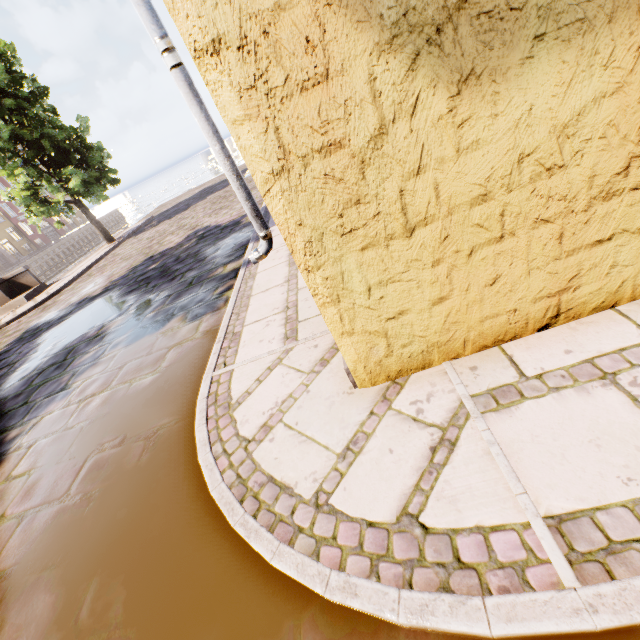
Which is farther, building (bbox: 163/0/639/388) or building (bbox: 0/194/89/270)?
building (bbox: 0/194/89/270)

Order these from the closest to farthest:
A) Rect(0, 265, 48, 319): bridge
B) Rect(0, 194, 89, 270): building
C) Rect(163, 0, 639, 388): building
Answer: Rect(163, 0, 639, 388): building, Rect(0, 265, 48, 319): bridge, Rect(0, 194, 89, 270): building

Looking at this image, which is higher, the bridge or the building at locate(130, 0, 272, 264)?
the building at locate(130, 0, 272, 264)

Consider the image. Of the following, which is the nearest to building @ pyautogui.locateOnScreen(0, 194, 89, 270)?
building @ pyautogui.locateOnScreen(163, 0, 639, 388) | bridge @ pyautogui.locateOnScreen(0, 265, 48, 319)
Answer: bridge @ pyautogui.locateOnScreen(0, 265, 48, 319)

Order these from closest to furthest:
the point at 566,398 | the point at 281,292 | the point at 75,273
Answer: the point at 566,398
the point at 281,292
the point at 75,273

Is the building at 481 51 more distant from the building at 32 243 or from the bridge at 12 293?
the building at 32 243

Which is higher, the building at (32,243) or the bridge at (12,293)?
the building at (32,243)

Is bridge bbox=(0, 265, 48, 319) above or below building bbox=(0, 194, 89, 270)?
below
